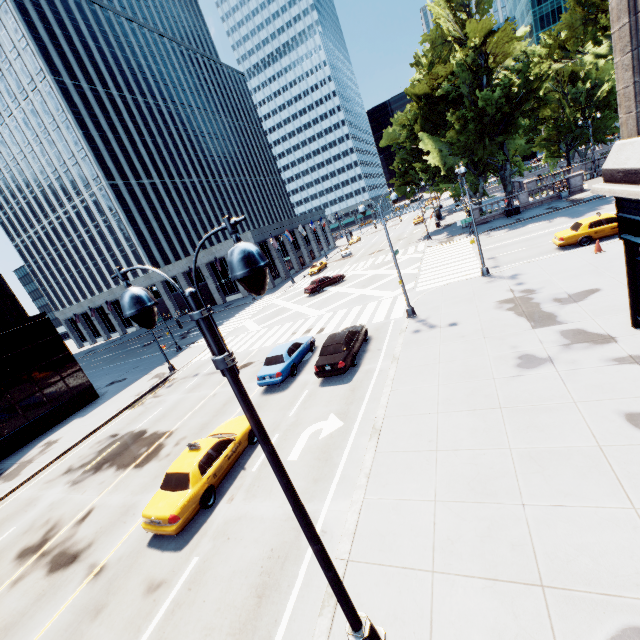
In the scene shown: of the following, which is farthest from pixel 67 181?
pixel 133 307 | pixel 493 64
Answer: pixel 133 307

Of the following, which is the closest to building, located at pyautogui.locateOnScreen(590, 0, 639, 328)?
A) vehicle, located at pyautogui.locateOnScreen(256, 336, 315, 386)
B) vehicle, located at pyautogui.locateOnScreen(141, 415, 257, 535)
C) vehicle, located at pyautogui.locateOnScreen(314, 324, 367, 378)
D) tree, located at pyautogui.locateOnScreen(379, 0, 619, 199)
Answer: tree, located at pyautogui.locateOnScreen(379, 0, 619, 199)

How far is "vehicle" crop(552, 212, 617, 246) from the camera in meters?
19.7 m

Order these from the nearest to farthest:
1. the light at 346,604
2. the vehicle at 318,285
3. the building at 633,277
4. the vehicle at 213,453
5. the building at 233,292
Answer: the light at 346,604
the building at 633,277
the vehicle at 213,453
the vehicle at 318,285
the building at 233,292

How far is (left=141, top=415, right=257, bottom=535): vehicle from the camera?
9.89m

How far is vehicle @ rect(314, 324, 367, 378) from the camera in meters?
15.6

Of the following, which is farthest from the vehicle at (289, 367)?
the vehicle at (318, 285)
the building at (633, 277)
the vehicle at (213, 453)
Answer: the vehicle at (318, 285)

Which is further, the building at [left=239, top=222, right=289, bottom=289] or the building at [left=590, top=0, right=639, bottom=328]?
the building at [left=239, top=222, right=289, bottom=289]
